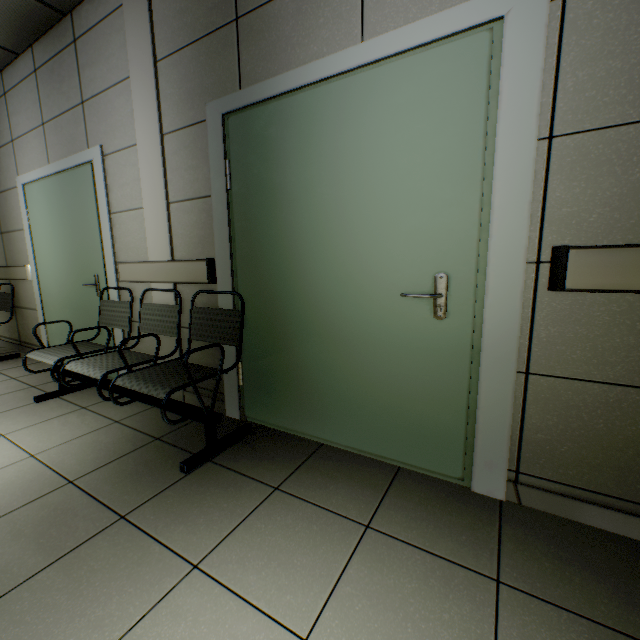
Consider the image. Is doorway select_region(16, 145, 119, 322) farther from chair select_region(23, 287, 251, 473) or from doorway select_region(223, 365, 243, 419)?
doorway select_region(223, 365, 243, 419)

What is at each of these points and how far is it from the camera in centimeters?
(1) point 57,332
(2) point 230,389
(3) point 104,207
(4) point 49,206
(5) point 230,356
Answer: (1) door, 377cm
(2) doorway, 240cm
(3) doorway, 288cm
(4) door, 340cm
(5) doorway, 235cm

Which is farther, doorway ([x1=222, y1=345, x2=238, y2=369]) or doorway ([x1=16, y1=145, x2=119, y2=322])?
doorway ([x1=16, y1=145, x2=119, y2=322])

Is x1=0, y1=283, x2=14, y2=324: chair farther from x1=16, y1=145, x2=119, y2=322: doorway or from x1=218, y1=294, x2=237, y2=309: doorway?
x1=218, y1=294, x2=237, y2=309: doorway

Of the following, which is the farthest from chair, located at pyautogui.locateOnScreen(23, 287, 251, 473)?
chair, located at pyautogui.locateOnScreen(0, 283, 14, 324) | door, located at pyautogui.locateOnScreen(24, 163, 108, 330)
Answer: chair, located at pyautogui.locateOnScreen(0, 283, 14, 324)

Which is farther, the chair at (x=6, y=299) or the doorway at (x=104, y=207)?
the chair at (x=6, y=299)

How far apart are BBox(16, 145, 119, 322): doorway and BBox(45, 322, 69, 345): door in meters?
0.0

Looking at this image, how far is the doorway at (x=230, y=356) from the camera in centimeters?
232cm
